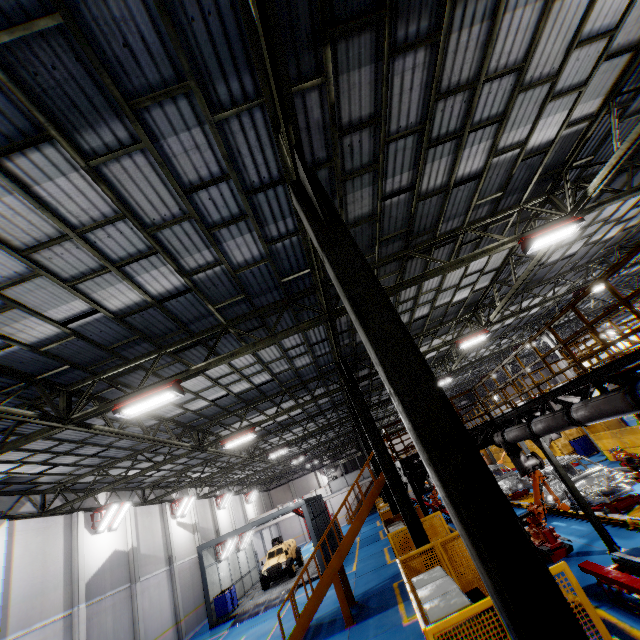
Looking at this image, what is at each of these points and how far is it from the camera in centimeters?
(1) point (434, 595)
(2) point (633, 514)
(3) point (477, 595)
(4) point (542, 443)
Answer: (1) cabinet, 493cm
(2) platform, 980cm
(3) toolbox, 668cm
(4) metal pole, 998cm

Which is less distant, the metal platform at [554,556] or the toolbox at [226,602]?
the metal platform at [554,556]

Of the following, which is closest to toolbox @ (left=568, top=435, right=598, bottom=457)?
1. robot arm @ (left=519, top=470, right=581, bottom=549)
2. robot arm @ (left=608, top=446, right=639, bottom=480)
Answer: robot arm @ (left=519, top=470, right=581, bottom=549)

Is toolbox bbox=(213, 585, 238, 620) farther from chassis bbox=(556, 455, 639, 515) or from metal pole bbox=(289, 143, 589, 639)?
metal pole bbox=(289, 143, 589, 639)

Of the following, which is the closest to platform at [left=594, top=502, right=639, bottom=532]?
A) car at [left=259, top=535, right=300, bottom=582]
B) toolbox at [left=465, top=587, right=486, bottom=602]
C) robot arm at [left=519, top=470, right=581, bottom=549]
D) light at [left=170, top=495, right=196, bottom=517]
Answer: robot arm at [left=519, top=470, right=581, bottom=549]

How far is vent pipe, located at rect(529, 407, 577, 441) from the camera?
7.60m

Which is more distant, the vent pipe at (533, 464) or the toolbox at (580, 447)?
the toolbox at (580, 447)

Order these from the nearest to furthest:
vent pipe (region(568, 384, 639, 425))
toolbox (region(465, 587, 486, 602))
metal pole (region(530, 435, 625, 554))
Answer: vent pipe (region(568, 384, 639, 425))
toolbox (region(465, 587, 486, 602))
metal pole (region(530, 435, 625, 554))
